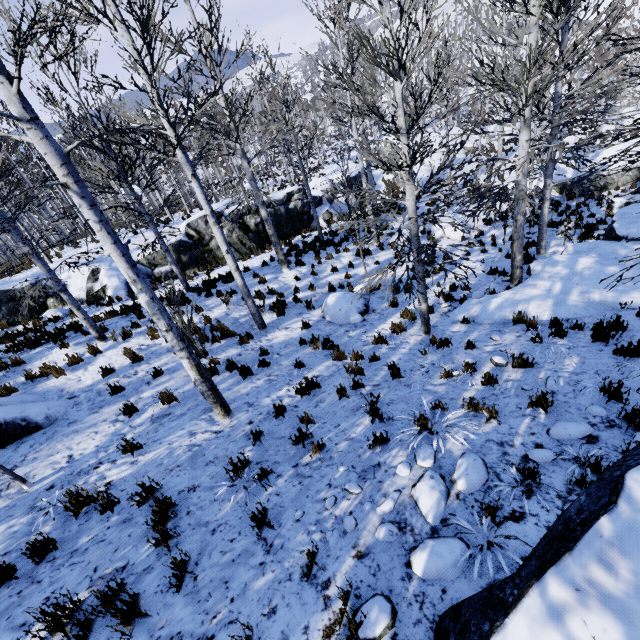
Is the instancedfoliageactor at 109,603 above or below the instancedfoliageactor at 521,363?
above

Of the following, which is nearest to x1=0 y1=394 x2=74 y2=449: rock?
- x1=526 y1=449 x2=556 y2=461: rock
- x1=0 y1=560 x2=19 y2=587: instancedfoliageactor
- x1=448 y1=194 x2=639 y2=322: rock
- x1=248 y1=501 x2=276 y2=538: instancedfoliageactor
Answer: x1=0 y1=560 x2=19 y2=587: instancedfoliageactor

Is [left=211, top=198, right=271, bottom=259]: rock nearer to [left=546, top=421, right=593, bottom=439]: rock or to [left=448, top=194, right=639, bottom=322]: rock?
[left=448, top=194, right=639, bottom=322]: rock

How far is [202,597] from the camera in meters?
3.0

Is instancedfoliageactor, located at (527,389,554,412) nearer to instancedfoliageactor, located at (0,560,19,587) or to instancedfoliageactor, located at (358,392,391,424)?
instancedfoliageactor, located at (0,560,19,587)

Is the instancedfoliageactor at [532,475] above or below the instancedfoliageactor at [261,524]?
below

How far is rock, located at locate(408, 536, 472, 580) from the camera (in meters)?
2.71

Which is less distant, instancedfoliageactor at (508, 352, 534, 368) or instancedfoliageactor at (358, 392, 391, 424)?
instancedfoliageactor at (358, 392, 391, 424)
